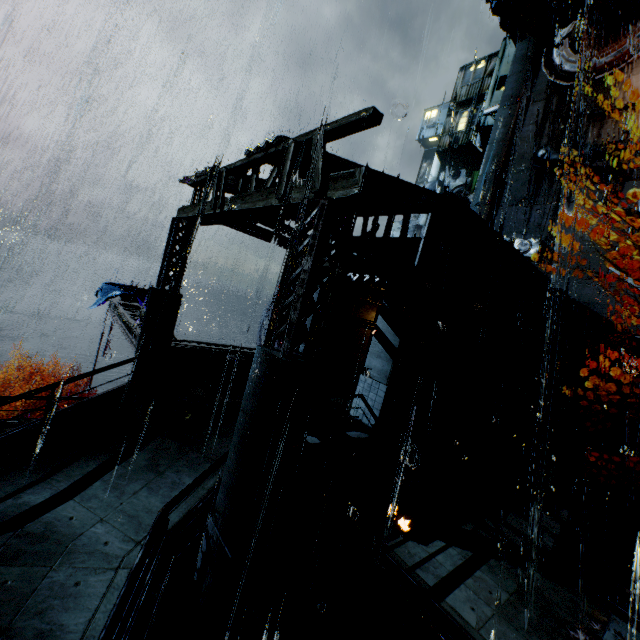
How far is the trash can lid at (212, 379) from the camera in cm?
1158

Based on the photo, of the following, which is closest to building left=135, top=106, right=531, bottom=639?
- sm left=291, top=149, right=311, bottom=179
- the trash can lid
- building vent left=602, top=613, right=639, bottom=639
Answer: sm left=291, top=149, right=311, bottom=179

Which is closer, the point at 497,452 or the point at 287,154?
the point at 287,154

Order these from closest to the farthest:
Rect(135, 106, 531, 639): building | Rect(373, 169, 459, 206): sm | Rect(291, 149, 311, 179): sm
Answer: Rect(135, 106, 531, 639): building < Rect(291, 149, 311, 179): sm < Rect(373, 169, 459, 206): sm

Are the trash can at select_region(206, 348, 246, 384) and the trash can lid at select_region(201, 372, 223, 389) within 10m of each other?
yes

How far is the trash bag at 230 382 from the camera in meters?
12.0

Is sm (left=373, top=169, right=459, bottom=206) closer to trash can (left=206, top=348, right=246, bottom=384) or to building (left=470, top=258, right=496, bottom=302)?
building (left=470, top=258, right=496, bottom=302)

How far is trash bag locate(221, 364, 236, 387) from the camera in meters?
12.0 m
